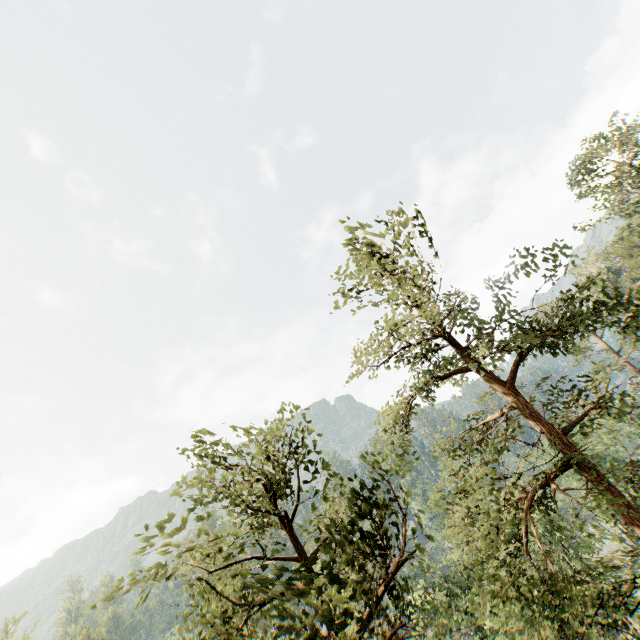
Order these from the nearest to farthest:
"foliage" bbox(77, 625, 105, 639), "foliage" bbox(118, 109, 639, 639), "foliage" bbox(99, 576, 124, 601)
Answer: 1. "foliage" bbox(99, 576, 124, 601)
2. "foliage" bbox(118, 109, 639, 639)
3. "foliage" bbox(77, 625, 105, 639)

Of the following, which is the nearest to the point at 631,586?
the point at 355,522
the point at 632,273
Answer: the point at 355,522

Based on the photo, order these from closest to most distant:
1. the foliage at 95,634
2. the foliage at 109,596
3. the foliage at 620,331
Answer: the foliage at 109,596
the foliage at 620,331
the foliage at 95,634

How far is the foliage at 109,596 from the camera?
5.56m

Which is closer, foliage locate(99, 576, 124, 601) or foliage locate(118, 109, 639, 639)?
foliage locate(99, 576, 124, 601)

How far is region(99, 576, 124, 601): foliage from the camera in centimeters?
556cm
